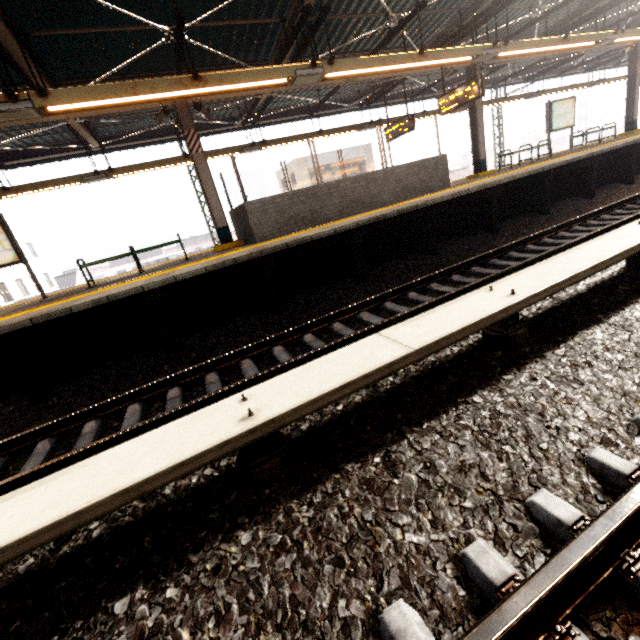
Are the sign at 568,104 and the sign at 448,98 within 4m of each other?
no

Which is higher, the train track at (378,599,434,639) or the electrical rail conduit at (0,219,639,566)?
the electrical rail conduit at (0,219,639,566)

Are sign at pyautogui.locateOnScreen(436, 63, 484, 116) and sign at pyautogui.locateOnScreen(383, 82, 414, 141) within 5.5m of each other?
yes

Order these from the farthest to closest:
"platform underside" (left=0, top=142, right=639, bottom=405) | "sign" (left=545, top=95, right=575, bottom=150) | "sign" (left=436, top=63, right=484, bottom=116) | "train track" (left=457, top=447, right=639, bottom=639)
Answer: "sign" (left=545, top=95, right=575, bottom=150), "sign" (left=436, top=63, right=484, bottom=116), "platform underside" (left=0, top=142, right=639, bottom=405), "train track" (left=457, top=447, right=639, bottom=639)

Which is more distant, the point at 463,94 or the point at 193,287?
the point at 463,94

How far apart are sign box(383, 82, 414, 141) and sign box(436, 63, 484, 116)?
1.4 meters

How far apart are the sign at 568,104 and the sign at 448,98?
6.0 meters

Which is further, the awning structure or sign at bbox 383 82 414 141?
sign at bbox 383 82 414 141
